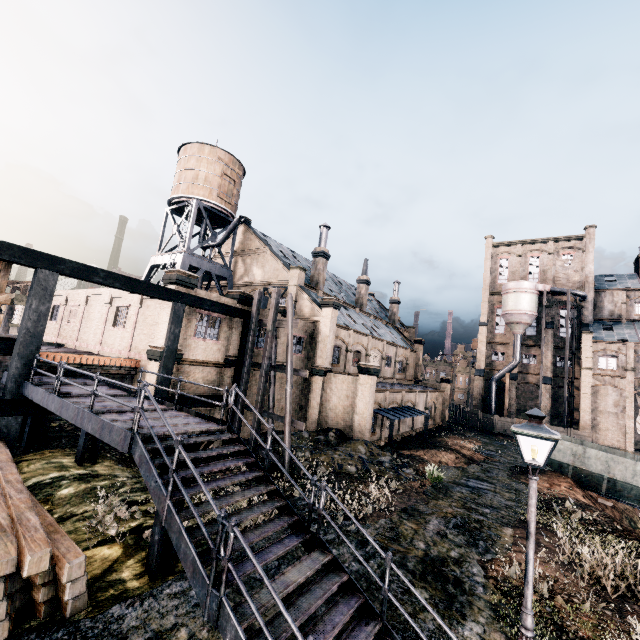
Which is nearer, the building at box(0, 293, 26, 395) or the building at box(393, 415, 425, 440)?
the building at box(0, 293, 26, 395)

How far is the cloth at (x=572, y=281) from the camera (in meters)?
50.38

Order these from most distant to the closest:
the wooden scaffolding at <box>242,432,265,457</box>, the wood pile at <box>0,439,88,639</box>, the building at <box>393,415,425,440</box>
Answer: the building at <box>393,415,425,440</box> < the wooden scaffolding at <box>242,432,265,457</box> < the wood pile at <box>0,439,88,639</box>

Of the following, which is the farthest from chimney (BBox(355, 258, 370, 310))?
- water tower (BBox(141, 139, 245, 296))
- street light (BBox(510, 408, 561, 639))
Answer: street light (BBox(510, 408, 561, 639))

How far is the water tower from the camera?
31.30m

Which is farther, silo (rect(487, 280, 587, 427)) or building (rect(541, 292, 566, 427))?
building (rect(541, 292, 566, 427))

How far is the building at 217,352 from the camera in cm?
1945

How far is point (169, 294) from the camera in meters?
17.9 m
